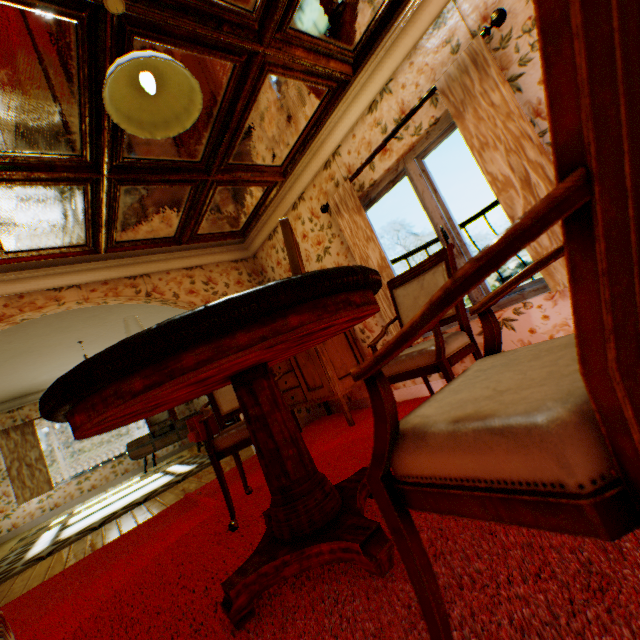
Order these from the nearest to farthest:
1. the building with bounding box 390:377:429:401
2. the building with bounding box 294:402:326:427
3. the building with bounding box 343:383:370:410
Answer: the building with bounding box 390:377:429:401 → the building with bounding box 343:383:370:410 → the building with bounding box 294:402:326:427

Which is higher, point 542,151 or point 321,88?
point 321,88

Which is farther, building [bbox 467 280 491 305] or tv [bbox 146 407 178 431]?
tv [bbox 146 407 178 431]

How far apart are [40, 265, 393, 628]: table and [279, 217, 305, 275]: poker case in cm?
4

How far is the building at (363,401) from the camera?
4.33m

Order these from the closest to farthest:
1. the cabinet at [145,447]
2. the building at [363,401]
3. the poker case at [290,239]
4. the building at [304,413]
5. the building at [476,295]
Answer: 1. the poker case at [290,239]
2. the building at [476,295]
3. the building at [363,401]
4. the building at [304,413]
5. the cabinet at [145,447]

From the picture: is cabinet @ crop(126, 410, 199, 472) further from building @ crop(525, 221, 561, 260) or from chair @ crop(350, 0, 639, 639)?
chair @ crop(350, 0, 639, 639)

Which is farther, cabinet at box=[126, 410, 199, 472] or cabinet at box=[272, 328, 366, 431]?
cabinet at box=[126, 410, 199, 472]
